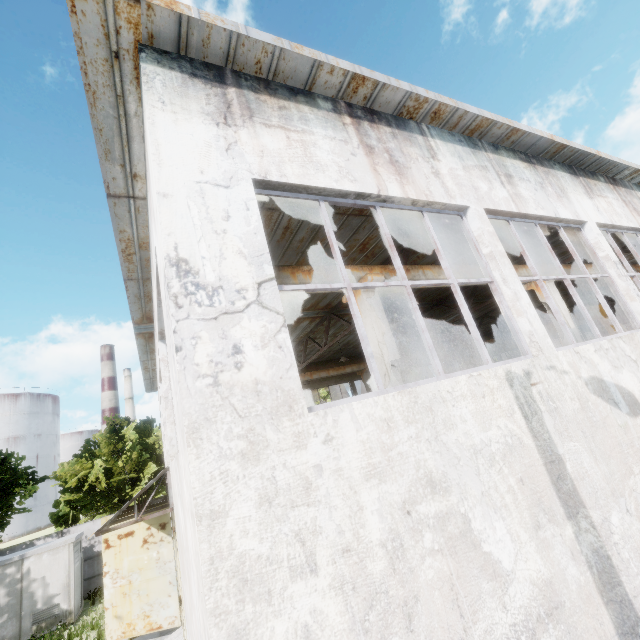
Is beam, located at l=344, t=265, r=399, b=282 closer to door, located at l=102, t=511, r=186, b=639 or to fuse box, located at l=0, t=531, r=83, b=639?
door, located at l=102, t=511, r=186, b=639

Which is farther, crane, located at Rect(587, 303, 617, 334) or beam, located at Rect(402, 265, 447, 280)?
crane, located at Rect(587, 303, 617, 334)

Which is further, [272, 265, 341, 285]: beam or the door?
the door

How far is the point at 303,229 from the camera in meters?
8.1

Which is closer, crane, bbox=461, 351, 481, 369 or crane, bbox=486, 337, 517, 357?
crane, bbox=486, 337, 517, 357

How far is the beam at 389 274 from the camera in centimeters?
763cm

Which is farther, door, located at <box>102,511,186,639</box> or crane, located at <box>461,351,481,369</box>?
crane, located at <box>461,351,481,369</box>

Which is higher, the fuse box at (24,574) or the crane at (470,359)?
the crane at (470,359)
